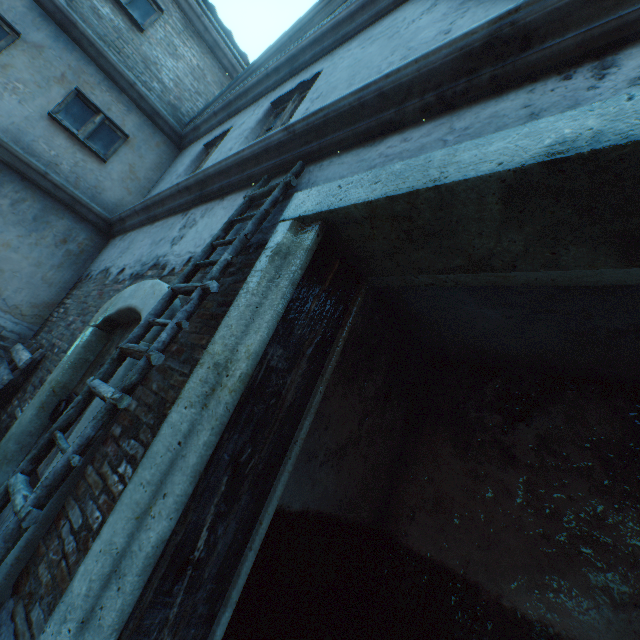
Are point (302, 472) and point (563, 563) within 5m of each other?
yes

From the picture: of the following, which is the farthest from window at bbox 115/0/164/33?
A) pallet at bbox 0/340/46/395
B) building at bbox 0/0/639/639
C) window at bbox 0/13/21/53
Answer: pallet at bbox 0/340/46/395

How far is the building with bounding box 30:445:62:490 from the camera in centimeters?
213cm

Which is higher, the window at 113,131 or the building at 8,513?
the window at 113,131

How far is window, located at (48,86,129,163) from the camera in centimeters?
562cm

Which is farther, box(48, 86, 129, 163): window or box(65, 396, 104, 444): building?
box(48, 86, 129, 163): window

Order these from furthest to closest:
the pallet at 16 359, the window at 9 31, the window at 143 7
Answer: the window at 143 7 < the window at 9 31 < the pallet at 16 359
